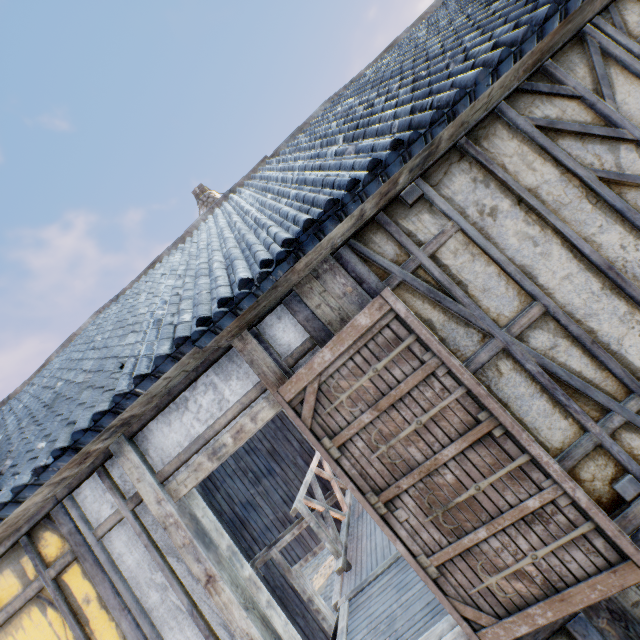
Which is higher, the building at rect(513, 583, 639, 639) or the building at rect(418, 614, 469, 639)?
the building at rect(418, 614, 469, 639)

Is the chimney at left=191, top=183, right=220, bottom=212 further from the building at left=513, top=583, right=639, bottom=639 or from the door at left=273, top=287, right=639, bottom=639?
the door at left=273, top=287, right=639, bottom=639

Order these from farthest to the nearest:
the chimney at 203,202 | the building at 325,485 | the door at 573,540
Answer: the chimney at 203,202, the building at 325,485, the door at 573,540

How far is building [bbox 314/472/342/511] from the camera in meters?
7.8 m

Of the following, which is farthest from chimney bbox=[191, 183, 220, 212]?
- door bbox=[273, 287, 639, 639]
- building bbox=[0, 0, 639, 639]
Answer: door bbox=[273, 287, 639, 639]

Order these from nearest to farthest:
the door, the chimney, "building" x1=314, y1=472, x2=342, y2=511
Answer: the door → "building" x1=314, y1=472, x2=342, y2=511 → the chimney

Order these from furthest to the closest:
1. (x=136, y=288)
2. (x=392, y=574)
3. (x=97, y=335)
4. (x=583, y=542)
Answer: (x=136, y=288) → (x=97, y=335) → (x=392, y=574) → (x=583, y=542)

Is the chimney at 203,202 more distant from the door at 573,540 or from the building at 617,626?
the door at 573,540
